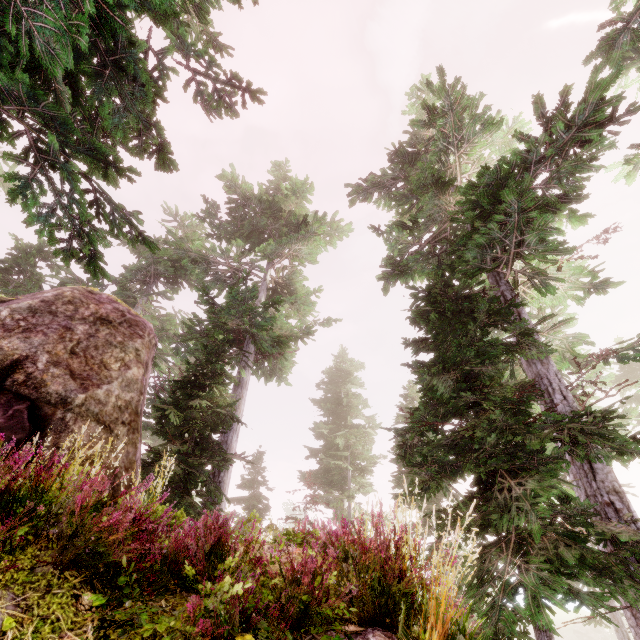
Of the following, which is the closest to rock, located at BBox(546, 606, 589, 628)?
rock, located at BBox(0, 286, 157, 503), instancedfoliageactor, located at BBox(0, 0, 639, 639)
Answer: instancedfoliageactor, located at BBox(0, 0, 639, 639)

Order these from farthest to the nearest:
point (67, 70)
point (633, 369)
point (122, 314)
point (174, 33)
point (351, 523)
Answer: point (633, 369), point (174, 33), point (122, 314), point (67, 70), point (351, 523)

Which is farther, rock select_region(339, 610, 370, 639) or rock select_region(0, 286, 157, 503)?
rock select_region(0, 286, 157, 503)

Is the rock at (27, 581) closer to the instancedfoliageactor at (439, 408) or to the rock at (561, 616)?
the instancedfoliageactor at (439, 408)

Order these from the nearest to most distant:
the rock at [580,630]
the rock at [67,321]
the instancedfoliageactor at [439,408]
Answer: the instancedfoliageactor at [439,408], the rock at [67,321], the rock at [580,630]

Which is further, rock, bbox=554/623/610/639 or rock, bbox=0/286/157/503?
rock, bbox=554/623/610/639

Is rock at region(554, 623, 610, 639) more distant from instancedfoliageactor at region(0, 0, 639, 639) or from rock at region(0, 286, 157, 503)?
rock at region(0, 286, 157, 503)
